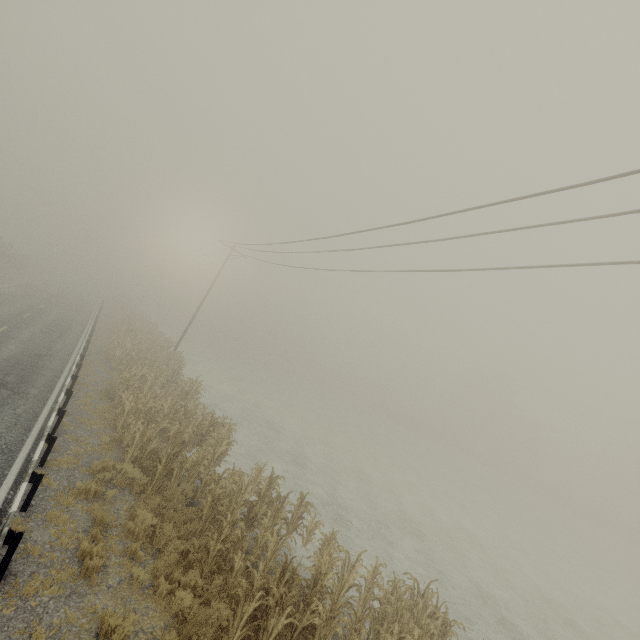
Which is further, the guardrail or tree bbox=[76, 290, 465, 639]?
tree bbox=[76, 290, 465, 639]

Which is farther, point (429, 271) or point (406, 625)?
point (429, 271)

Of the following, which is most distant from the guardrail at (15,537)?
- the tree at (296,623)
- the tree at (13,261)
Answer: the tree at (13,261)

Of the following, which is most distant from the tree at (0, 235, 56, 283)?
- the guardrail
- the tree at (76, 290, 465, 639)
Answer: the tree at (76, 290, 465, 639)

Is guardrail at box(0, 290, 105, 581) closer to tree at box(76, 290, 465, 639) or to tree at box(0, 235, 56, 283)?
tree at box(76, 290, 465, 639)

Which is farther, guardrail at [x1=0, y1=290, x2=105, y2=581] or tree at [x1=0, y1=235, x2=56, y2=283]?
tree at [x1=0, y1=235, x2=56, y2=283]

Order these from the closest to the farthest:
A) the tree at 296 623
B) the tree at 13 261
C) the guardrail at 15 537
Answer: the guardrail at 15 537 < the tree at 296 623 < the tree at 13 261
